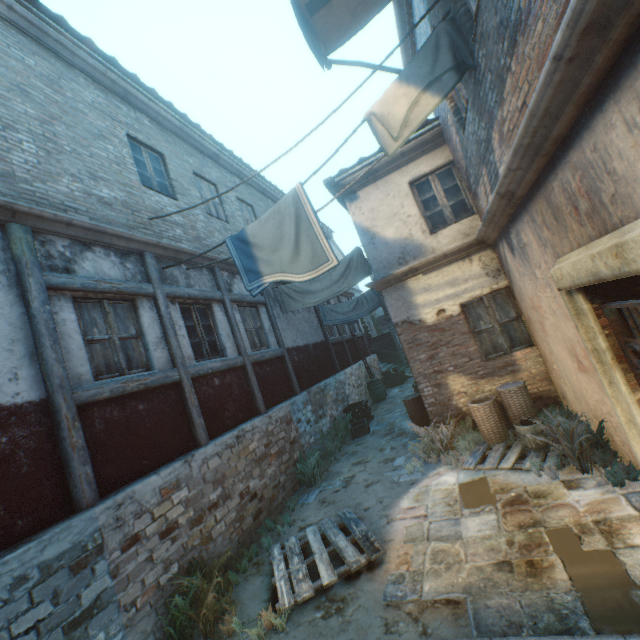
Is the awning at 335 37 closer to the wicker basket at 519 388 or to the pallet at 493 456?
the wicker basket at 519 388

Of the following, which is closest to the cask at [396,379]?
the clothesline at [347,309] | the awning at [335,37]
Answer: the clothesline at [347,309]

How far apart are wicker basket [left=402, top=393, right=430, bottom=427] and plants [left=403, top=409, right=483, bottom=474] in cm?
50

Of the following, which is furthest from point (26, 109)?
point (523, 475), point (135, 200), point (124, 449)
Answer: point (523, 475)

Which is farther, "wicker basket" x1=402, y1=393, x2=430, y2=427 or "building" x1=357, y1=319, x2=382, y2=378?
"building" x1=357, y1=319, x2=382, y2=378

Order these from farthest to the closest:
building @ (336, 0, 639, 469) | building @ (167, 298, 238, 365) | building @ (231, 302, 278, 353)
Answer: building @ (231, 302, 278, 353), building @ (167, 298, 238, 365), building @ (336, 0, 639, 469)

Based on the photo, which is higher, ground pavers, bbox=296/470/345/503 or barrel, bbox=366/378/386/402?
barrel, bbox=366/378/386/402

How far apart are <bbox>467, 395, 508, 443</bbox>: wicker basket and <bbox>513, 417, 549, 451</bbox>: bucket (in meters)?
0.38
